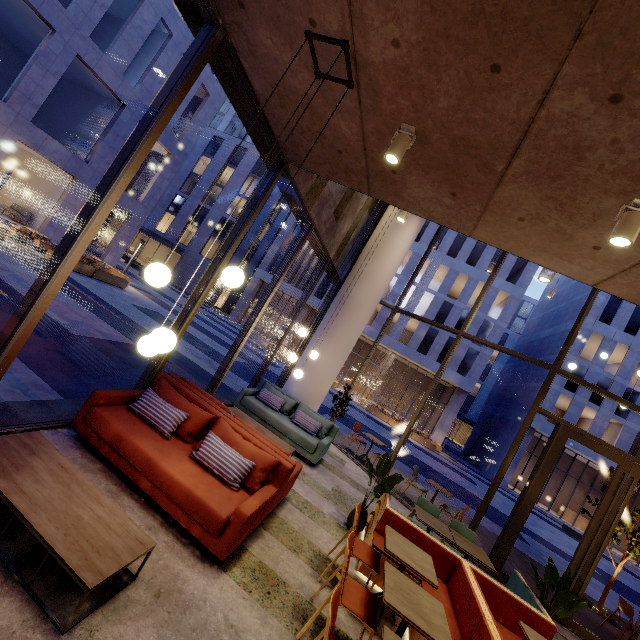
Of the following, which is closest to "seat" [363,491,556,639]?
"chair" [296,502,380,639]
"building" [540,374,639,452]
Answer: "chair" [296,502,380,639]

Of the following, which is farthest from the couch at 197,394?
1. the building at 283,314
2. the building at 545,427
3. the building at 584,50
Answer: the building at 545,427

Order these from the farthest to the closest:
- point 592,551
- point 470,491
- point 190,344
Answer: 1. point 470,491
2. point 190,344
3. point 592,551

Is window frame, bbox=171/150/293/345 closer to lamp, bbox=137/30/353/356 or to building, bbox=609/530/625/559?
lamp, bbox=137/30/353/356

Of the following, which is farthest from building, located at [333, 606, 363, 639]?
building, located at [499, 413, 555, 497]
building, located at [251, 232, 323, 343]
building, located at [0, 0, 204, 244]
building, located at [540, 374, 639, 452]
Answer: building, located at [499, 413, 555, 497]

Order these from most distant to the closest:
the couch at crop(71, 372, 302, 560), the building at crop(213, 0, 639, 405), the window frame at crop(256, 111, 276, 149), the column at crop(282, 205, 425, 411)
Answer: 1. the column at crop(282, 205, 425, 411)
2. the window frame at crop(256, 111, 276, 149)
3. the couch at crop(71, 372, 302, 560)
4. the building at crop(213, 0, 639, 405)

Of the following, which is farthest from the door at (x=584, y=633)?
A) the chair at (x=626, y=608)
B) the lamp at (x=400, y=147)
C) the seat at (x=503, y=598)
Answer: the lamp at (x=400, y=147)

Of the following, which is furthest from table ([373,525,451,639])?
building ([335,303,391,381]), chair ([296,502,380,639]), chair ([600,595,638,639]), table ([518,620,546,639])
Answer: building ([335,303,391,381])
